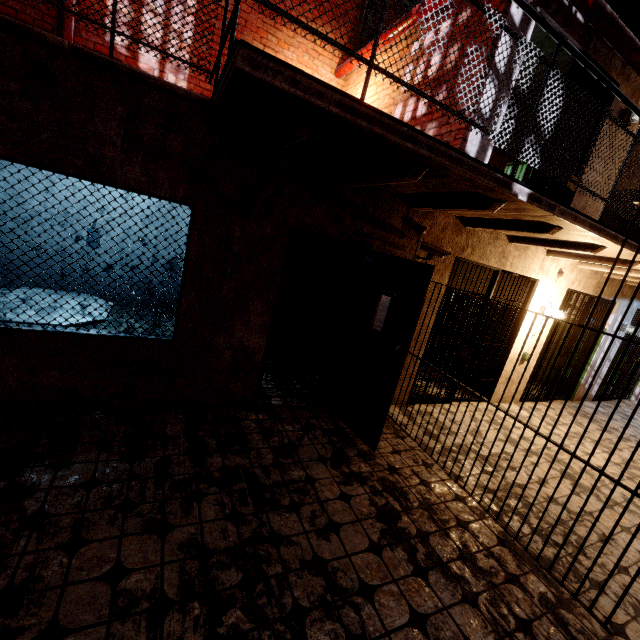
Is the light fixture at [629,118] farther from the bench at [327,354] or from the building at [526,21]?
the bench at [327,354]

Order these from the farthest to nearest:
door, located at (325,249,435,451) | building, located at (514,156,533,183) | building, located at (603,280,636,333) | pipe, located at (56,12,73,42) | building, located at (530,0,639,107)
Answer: building, located at (603,280,636,333) → building, located at (514,156,533,183) → pipe, located at (56,12,73,42) → building, located at (530,0,639,107) → door, located at (325,249,435,451)

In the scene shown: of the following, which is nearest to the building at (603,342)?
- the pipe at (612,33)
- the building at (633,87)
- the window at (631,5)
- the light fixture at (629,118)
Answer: the building at (633,87)

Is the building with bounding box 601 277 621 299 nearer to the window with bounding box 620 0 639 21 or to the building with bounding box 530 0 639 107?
the building with bounding box 530 0 639 107

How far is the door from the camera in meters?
3.4 m

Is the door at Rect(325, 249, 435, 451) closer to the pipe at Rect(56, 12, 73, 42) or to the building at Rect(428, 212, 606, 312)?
the building at Rect(428, 212, 606, 312)

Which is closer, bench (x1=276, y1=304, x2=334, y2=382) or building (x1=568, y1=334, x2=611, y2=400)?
bench (x1=276, y1=304, x2=334, y2=382)

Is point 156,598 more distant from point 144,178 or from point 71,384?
point 144,178
